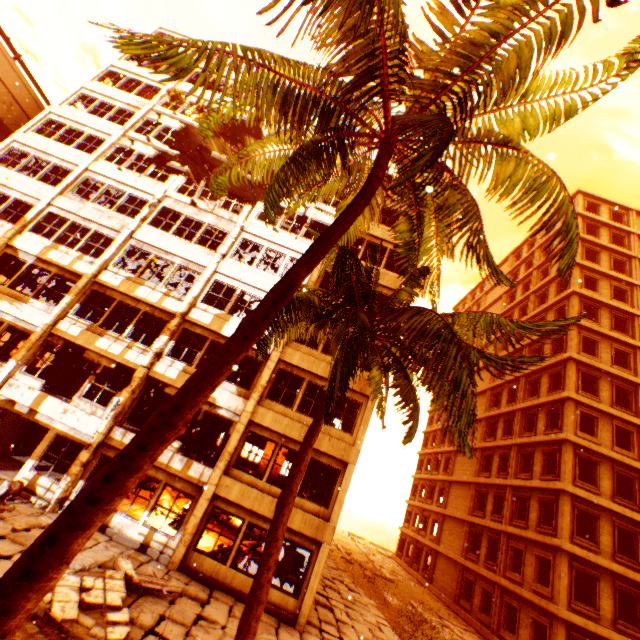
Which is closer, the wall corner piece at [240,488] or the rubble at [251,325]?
the rubble at [251,325]

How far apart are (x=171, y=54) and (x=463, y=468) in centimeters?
3632cm

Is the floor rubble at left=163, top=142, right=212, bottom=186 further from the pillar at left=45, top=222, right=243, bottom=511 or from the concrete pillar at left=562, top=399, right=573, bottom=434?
the concrete pillar at left=562, top=399, right=573, bottom=434

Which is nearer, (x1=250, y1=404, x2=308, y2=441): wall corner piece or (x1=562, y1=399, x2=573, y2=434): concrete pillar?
(x1=250, y1=404, x2=308, y2=441): wall corner piece

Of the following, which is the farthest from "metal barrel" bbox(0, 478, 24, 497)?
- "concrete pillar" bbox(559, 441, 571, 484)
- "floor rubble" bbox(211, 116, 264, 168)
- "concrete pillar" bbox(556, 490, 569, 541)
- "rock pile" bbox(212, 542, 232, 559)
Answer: "concrete pillar" bbox(559, 441, 571, 484)

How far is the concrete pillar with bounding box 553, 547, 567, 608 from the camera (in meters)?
17.05

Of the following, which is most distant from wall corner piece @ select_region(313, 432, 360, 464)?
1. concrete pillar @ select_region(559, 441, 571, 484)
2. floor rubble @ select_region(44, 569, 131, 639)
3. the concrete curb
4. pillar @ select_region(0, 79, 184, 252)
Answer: concrete pillar @ select_region(559, 441, 571, 484)

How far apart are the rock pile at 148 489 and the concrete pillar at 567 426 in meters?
23.9
